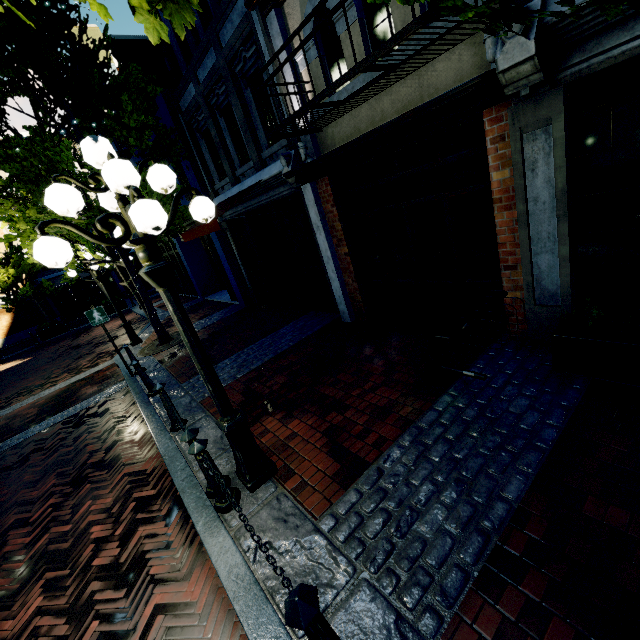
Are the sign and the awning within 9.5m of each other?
yes

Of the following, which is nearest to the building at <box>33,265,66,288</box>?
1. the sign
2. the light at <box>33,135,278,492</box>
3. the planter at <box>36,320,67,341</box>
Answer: the light at <box>33,135,278,492</box>

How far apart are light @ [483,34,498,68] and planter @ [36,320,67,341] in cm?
2395

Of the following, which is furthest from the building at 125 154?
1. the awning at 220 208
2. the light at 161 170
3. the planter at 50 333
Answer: the planter at 50 333

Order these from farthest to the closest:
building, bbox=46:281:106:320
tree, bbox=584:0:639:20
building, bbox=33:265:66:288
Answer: building, bbox=46:281:106:320 < building, bbox=33:265:66:288 < tree, bbox=584:0:639:20

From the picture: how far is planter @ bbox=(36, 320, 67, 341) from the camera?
19.0 meters

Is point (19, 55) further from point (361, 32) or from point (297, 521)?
point (297, 521)

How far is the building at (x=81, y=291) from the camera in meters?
26.1 m
